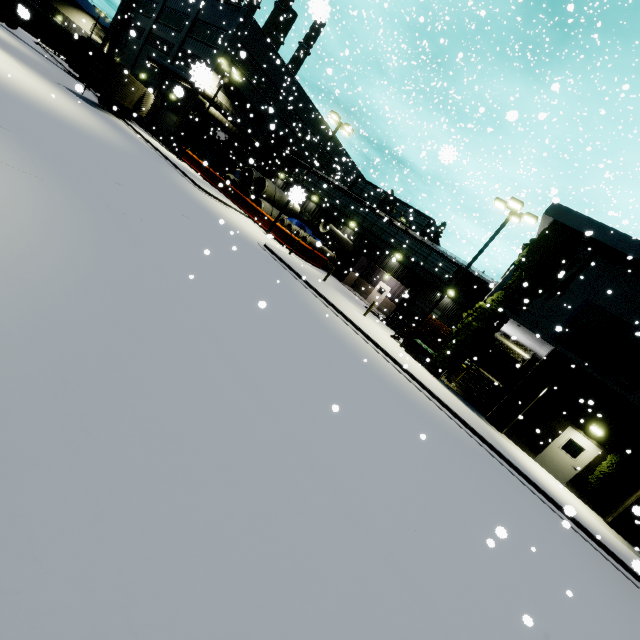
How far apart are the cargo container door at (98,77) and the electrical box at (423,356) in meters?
12.4

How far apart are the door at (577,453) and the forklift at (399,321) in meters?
12.7

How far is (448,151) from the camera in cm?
166

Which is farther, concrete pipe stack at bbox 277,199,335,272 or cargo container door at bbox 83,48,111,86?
concrete pipe stack at bbox 277,199,335,272

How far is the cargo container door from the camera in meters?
23.1

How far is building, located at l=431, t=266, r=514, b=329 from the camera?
17.2 meters

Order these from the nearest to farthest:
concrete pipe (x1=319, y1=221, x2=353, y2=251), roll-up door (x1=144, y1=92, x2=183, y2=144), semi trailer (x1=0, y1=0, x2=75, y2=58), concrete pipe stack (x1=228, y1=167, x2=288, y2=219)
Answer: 1. concrete pipe (x1=319, y1=221, x2=353, y2=251)
2. concrete pipe stack (x1=228, y1=167, x2=288, y2=219)
3. semi trailer (x1=0, y1=0, x2=75, y2=58)
4. roll-up door (x1=144, y1=92, x2=183, y2=144)

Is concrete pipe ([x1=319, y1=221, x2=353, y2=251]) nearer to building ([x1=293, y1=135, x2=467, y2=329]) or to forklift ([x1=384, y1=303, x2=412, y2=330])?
building ([x1=293, y1=135, x2=467, y2=329])
